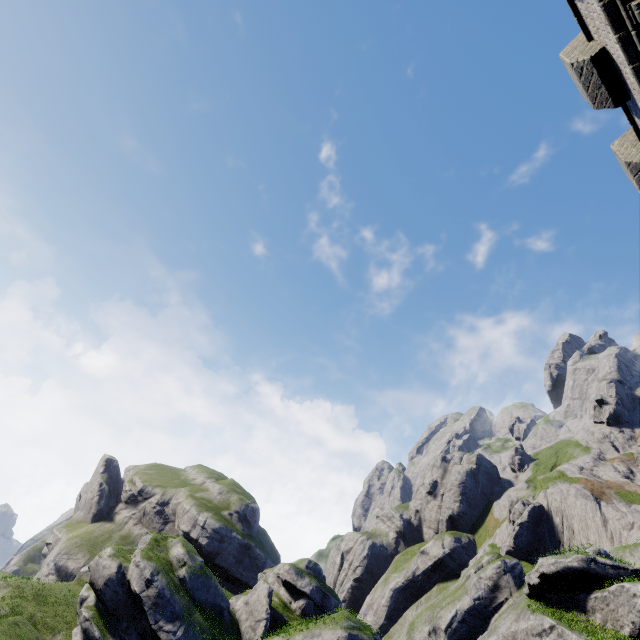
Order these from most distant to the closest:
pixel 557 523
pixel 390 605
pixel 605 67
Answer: pixel 390 605 → pixel 557 523 → pixel 605 67
